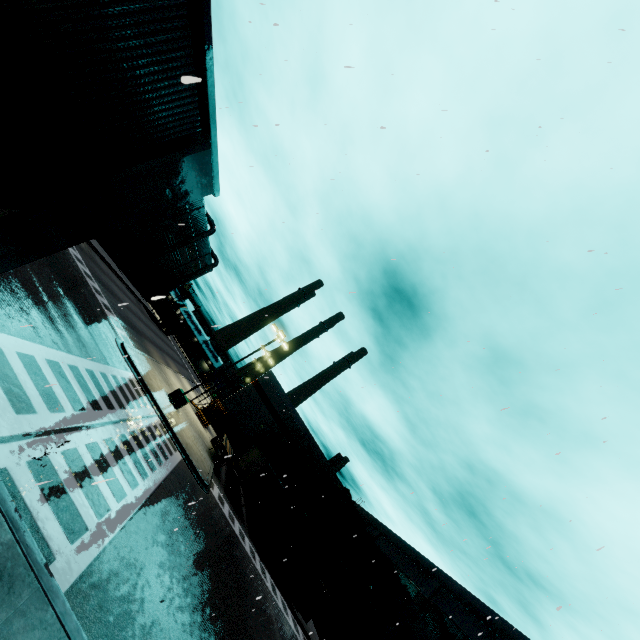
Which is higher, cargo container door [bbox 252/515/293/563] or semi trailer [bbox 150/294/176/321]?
semi trailer [bbox 150/294/176/321]

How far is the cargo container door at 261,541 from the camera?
24.91m

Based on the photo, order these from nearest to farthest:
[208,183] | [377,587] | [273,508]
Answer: [208,183] → [273,508] → [377,587]

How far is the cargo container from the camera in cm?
2540

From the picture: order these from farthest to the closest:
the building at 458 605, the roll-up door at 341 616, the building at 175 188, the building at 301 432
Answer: the building at 301 432 → the roll-up door at 341 616 → the building at 458 605 → the building at 175 188

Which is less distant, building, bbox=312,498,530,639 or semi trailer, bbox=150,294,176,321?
building, bbox=312,498,530,639

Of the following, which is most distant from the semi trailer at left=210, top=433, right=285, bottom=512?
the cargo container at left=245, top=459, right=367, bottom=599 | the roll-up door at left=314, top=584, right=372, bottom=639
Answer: the roll-up door at left=314, top=584, right=372, bottom=639

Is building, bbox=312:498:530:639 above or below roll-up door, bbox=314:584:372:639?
above
